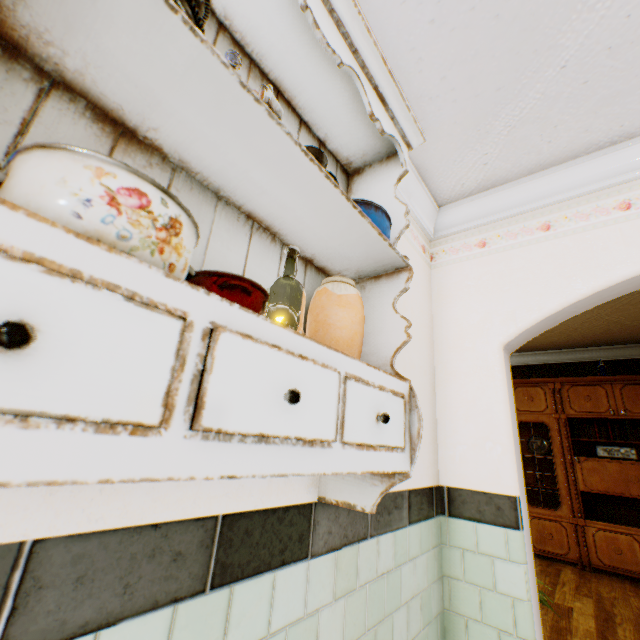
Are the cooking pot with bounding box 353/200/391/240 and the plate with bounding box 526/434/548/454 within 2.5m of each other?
no

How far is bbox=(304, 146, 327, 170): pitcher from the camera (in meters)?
1.03

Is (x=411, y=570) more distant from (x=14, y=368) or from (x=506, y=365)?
(x=14, y=368)

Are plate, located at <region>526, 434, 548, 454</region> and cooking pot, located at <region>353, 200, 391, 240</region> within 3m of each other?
no

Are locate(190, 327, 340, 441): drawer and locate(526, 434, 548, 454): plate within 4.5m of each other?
no

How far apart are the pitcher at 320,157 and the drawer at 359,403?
0.54m

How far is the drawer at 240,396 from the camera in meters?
0.5

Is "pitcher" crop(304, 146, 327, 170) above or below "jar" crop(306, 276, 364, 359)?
above
